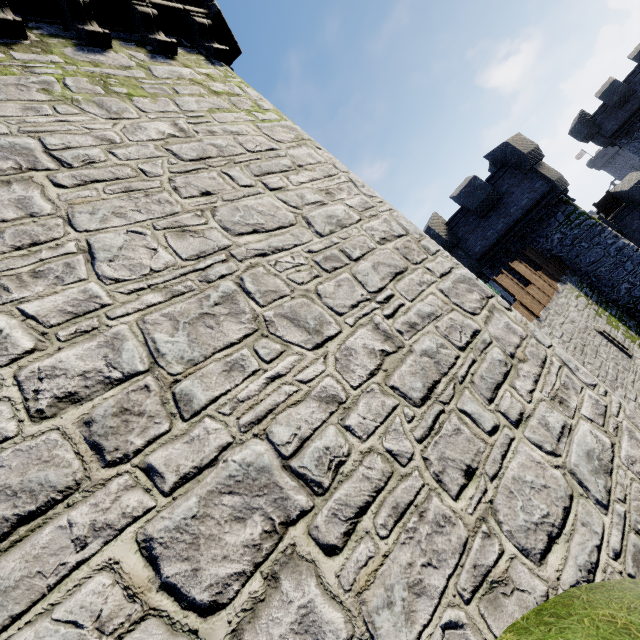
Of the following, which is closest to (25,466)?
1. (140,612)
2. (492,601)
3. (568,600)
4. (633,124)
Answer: (140,612)

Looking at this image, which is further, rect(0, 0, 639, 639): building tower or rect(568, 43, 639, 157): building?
rect(568, 43, 639, 157): building

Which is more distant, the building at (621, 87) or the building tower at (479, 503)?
the building at (621, 87)
